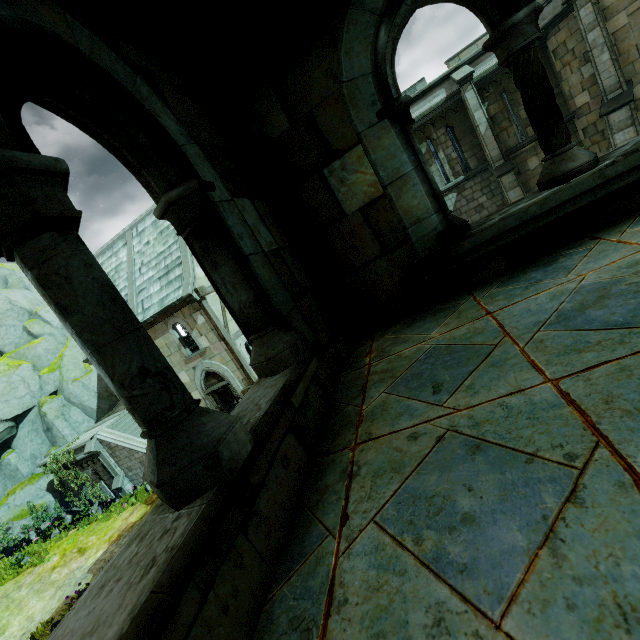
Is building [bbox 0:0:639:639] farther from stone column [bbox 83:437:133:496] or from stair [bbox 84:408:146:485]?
stone column [bbox 83:437:133:496]

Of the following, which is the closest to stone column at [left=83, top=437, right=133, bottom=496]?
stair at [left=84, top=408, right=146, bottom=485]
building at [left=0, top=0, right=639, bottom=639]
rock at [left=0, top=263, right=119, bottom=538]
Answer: stair at [left=84, top=408, right=146, bottom=485]

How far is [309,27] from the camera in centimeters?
230cm

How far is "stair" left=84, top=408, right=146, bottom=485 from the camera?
16.8 meters

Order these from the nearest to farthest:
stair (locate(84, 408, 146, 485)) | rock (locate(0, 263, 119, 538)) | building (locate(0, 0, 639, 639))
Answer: building (locate(0, 0, 639, 639)) < stair (locate(84, 408, 146, 485)) < rock (locate(0, 263, 119, 538))

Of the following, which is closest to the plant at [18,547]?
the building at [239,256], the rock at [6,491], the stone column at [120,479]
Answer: the rock at [6,491]

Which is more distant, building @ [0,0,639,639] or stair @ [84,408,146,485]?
stair @ [84,408,146,485]
